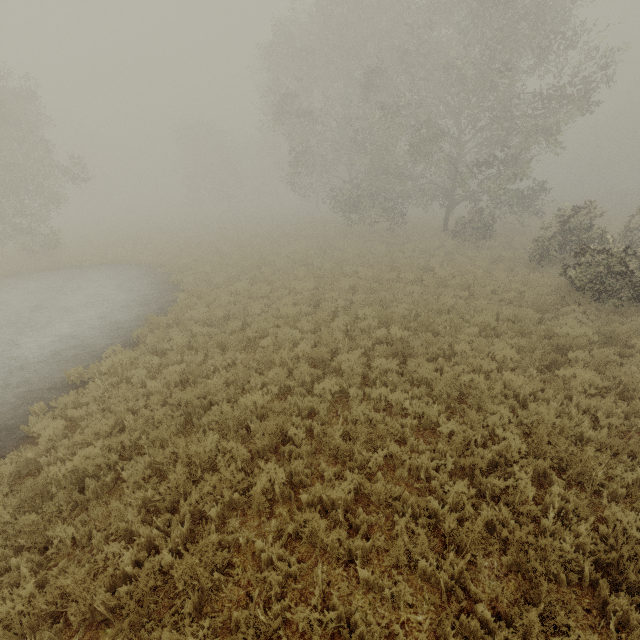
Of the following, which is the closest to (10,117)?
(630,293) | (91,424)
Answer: (91,424)
